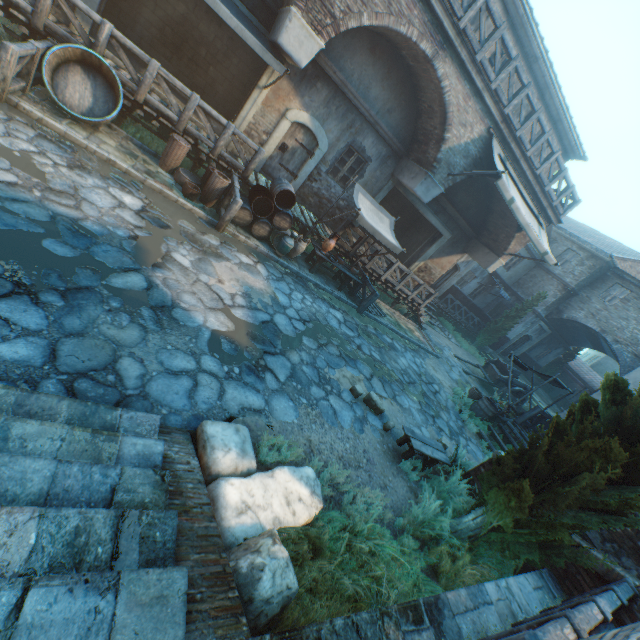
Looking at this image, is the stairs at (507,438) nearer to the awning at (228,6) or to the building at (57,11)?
the building at (57,11)

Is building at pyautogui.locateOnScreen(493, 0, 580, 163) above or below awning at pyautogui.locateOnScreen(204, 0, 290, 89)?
above

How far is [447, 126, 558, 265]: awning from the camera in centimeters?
1012cm

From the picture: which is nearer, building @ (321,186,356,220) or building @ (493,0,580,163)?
building @ (493,0,580,163)

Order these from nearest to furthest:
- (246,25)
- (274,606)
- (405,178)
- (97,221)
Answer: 1. (274,606)
2. (97,221)
3. (246,25)
4. (405,178)

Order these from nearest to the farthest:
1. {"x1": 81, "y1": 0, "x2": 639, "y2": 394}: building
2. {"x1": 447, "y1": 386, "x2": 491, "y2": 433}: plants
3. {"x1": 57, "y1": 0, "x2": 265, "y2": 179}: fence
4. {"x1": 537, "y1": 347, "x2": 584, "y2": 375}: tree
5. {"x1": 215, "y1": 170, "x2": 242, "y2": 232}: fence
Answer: {"x1": 57, "y1": 0, "x2": 265, "y2": 179}: fence
{"x1": 215, "y1": 170, "x2": 242, "y2": 232}: fence
{"x1": 81, "y1": 0, "x2": 639, "y2": 394}: building
{"x1": 447, "y1": 386, "x2": 491, "y2": 433}: plants
{"x1": 537, "y1": 347, "x2": 584, "y2": 375}: tree

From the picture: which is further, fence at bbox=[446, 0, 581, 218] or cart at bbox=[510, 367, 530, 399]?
cart at bbox=[510, 367, 530, 399]

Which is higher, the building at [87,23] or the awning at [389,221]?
the awning at [389,221]
